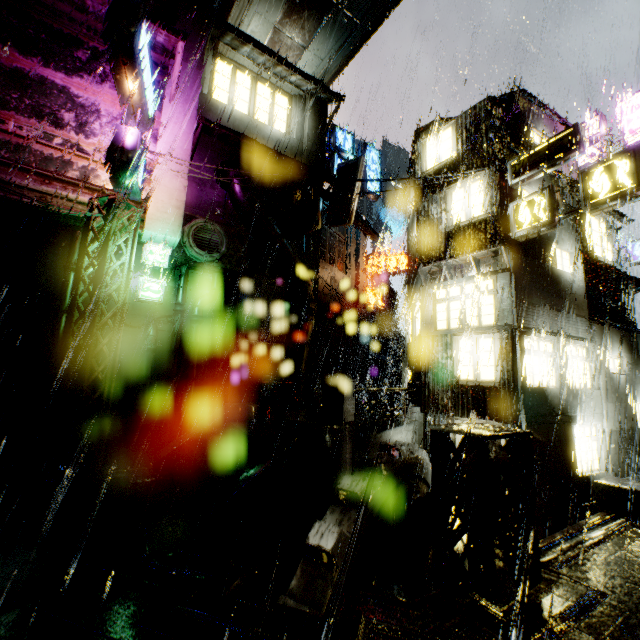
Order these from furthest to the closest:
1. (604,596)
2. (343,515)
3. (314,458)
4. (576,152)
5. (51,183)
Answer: (51,183), (576,152), (314,458), (343,515), (604,596)

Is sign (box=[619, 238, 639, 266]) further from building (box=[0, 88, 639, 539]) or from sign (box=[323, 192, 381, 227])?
sign (box=[323, 192, 381, 227])

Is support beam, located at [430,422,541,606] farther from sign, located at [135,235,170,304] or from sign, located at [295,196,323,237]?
sign, located at [295,196,323,237]

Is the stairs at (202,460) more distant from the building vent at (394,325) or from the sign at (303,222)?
the building vent at (394,325)

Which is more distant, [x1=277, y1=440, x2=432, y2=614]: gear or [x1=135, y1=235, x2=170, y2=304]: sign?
[x1=135, y1=235, x2=170, y2=304]: sign

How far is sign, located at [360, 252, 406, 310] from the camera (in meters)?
25.16

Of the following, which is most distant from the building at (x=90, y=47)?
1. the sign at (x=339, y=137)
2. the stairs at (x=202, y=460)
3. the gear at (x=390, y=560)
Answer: the stairs at (x=202, y=460)

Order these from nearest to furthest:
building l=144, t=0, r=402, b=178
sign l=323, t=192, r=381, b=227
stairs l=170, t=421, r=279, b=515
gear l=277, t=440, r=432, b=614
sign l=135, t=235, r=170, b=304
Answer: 1. gear l=277, t=440, r=432, b=614
2. stairs l=170, t=421, r=279, b=515
3. sign l=135, t=235, r=170, b=304
4. building l=144, t=0, r=402, b=178
5. sign l=323, t=192, r=381, b=227
